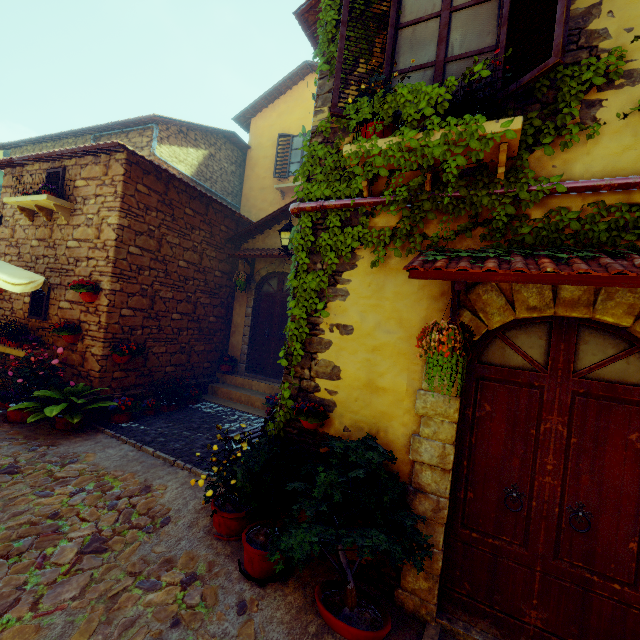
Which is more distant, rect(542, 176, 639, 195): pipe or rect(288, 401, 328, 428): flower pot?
rect(288, 401, 328, 428): flower pot

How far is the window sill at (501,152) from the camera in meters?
2.5

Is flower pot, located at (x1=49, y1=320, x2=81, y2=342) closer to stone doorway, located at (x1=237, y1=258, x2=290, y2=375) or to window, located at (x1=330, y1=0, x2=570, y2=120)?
window, located at (x1=330, y1=0, x2=570, y2=120)

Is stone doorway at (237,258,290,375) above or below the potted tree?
above

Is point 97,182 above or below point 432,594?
above

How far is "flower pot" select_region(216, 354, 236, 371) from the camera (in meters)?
8.79

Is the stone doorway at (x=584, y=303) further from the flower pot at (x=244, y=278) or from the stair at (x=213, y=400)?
the flower pot at (x=244, y=278)

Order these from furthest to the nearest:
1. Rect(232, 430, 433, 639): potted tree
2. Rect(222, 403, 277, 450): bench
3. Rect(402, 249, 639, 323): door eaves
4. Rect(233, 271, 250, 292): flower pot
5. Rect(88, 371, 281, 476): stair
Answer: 1. Rect(233, 271, 250, 292): flower pot
2. Rect(88, 371, 281, 476): stair
3. Rect(222, 403, 277, 450): bench
4. Rect(232, 430, 433, 639): potted tree
5. Rect(402, 249, 639, 323): door eaves
